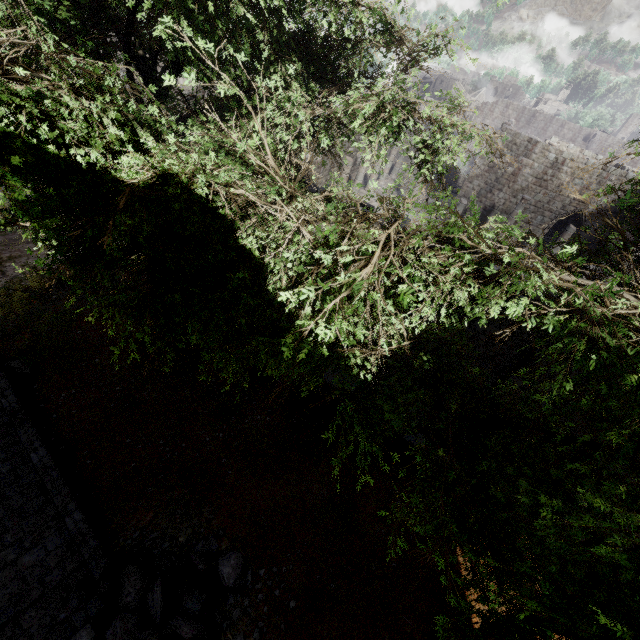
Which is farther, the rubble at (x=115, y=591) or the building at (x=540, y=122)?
the building at (x=540, y=122)

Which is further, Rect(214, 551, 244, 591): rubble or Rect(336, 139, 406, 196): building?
Rect(336, 139, 406, 196): building

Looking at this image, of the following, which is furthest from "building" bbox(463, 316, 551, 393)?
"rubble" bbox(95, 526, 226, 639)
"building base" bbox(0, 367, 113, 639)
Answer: "rubble" bbox(95, 526, 226, 639)

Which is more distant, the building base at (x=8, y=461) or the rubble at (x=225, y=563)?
the rubble at (x=225, y=563)

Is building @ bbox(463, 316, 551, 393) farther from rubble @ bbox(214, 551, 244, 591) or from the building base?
rubble @ bbox(214, 551, 244, 591)

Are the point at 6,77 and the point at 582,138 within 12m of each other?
no

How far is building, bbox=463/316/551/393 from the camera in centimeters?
916cm

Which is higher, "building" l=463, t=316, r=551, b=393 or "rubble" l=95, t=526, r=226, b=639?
"building" l=463, t=316, r=551, b=393
